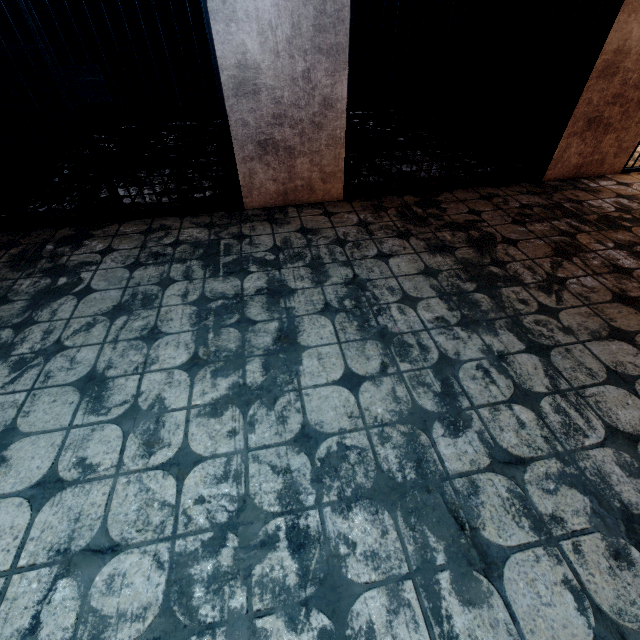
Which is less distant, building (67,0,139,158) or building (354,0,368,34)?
building (67,0,139,158)

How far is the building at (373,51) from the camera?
4.7m

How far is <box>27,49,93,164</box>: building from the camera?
3.85m

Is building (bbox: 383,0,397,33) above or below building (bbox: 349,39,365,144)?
above

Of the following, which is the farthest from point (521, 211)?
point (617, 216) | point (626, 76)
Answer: point (626, 76)

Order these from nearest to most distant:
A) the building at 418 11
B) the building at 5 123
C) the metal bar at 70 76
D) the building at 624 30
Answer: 1. the metal bar at 70 76
2. the building at 624 30
3. the building at 5 123
4. the building at 418 11

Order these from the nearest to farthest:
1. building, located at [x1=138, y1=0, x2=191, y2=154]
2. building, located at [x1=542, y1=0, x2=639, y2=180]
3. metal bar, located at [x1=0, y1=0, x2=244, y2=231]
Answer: metal bar, located at [x1=0, y1=0, x2=244, y2=231] → building, located at [x1=542, y1=0, x2=639, y2=180] → building, located at [x1=138, y1=0, x2=191, y2=154]

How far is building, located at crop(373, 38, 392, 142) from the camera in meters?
4.7 m
